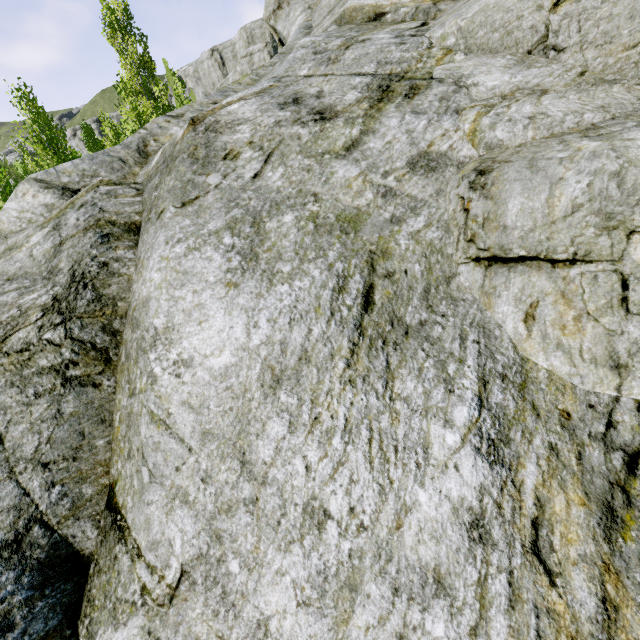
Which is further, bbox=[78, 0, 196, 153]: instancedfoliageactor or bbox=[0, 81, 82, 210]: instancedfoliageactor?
bbox=[78, 0, 196, 153]: instancedfoliageactor

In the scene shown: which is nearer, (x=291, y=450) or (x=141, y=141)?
(x=291, y=450)

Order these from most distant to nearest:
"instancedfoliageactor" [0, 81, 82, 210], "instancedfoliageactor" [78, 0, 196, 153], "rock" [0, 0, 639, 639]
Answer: "instancedfoliageactor" [78, 0, 196, 153] → "instancedfoliageactor" [0, 81, 82, 210] → "rock" [0, 0, 639, 639]

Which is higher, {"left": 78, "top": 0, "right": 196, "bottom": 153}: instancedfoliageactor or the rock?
{"left": 78, "top": 0, "right": 196, "bottom": 153}: instancedfoliageactor

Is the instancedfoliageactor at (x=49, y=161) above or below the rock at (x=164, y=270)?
above

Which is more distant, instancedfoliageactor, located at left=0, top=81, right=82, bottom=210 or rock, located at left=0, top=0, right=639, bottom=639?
instancedfoliageactor, located at left=0, top=81, right=82, bottom=210

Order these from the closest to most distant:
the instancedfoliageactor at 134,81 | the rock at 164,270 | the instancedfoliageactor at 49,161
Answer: the rock at 164,270 < the instancedfoliageactor at 49,161 < the instancedfoliageactor at 134,81
